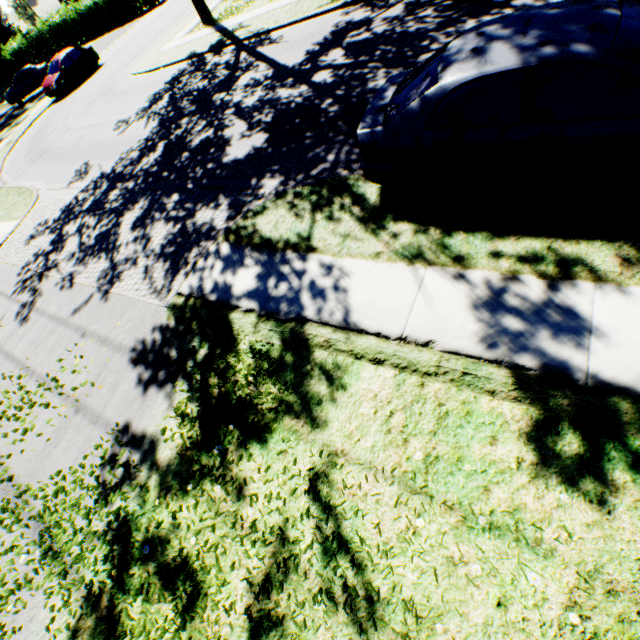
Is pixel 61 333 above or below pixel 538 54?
below

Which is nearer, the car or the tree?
the car

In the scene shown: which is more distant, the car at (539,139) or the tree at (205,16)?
the tree at (205,16)
